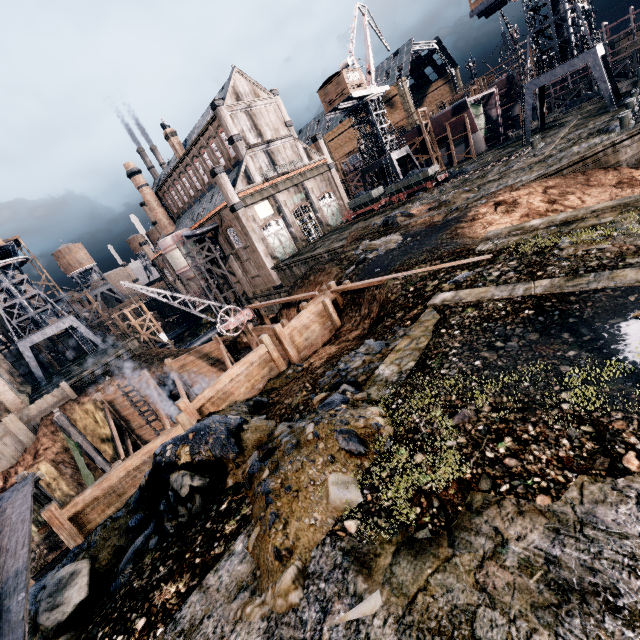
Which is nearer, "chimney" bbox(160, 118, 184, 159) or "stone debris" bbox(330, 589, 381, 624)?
"stone debris" bbox(330, 589, 381, 624)

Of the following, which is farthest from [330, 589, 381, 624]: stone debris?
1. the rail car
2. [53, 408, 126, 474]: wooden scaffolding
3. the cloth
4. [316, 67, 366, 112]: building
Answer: [316, 67, 366, 112]: building

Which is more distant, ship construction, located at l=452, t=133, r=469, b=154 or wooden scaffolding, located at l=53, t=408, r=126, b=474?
ship construction, located at l=452, t=133, r=469, b=154

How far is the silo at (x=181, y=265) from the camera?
43.5 meters

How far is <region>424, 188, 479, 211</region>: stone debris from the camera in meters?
24.6

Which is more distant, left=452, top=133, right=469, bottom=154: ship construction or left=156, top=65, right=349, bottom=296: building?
left=452, top=133, right=469, bottom=154: ship construction

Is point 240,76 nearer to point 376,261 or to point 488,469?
point 376,261

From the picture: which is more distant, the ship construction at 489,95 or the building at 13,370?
the ship construction at 489,95
